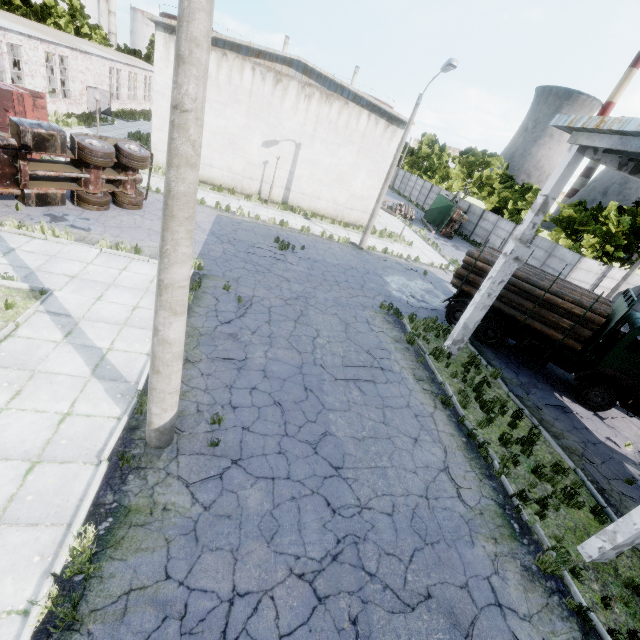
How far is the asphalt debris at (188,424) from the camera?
6.4 meters

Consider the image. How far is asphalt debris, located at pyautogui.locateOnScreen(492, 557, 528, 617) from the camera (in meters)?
5.80

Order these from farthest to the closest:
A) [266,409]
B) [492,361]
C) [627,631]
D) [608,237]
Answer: [608,237]
[492,361]
[266,409]
[627,631]

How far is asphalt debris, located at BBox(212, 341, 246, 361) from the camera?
8.7m

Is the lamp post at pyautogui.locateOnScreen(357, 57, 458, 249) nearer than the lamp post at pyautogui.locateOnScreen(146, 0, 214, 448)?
No

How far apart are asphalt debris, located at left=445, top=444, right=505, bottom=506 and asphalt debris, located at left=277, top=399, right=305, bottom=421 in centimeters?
318cm

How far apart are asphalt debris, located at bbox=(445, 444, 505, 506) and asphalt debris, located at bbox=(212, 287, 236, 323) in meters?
7.3

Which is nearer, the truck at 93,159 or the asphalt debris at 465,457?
the asphalt debris at 465,457
